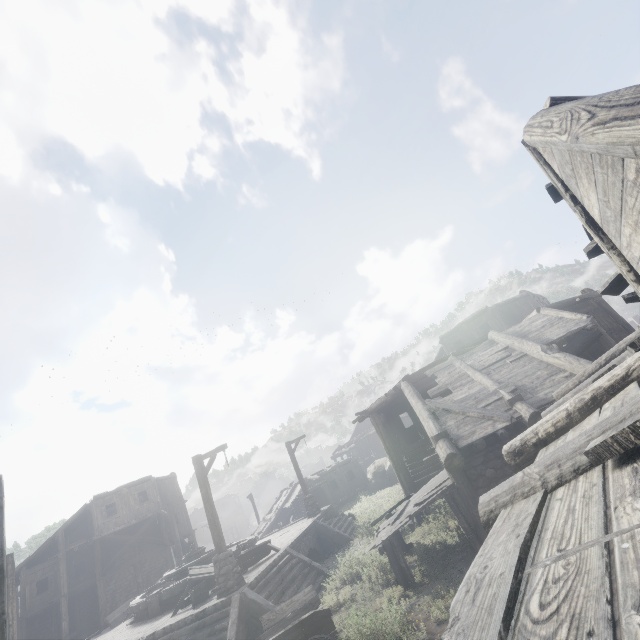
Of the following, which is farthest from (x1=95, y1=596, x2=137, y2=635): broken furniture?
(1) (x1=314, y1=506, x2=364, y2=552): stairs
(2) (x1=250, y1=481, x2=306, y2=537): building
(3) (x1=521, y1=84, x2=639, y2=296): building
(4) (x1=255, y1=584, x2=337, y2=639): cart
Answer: (4) (x1=255, y1=584, x2=337, y2=639): cart

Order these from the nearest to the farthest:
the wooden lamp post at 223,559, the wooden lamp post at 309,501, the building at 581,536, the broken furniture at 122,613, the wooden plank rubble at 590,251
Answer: the building at 581,536 < the wooden plank rubble at 590,251 < the wooden lamp post at 223,559 < the broken furniture at 122,613 < the wooden lamp post at 309,501

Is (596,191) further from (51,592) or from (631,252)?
(51,592)

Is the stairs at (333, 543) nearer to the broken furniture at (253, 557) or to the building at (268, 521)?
the broken furniture at (253, 557)

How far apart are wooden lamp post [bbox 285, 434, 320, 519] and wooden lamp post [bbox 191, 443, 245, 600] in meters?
9.1

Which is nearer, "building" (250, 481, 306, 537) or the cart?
the cart

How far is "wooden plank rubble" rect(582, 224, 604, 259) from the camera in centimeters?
557cm
